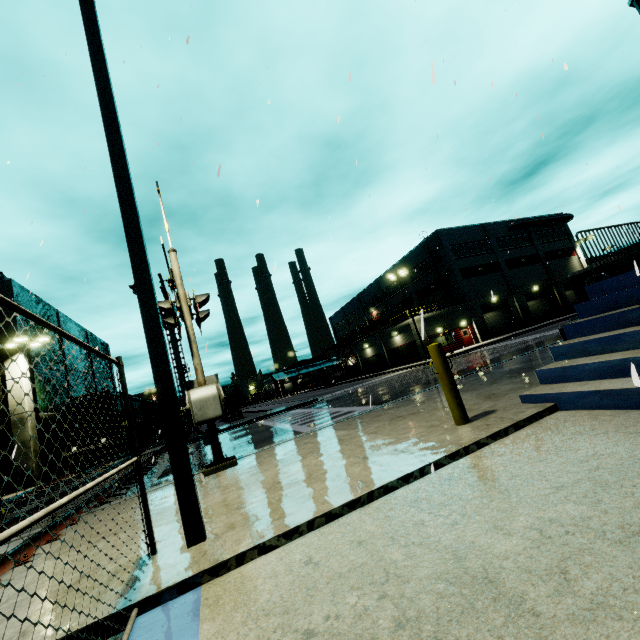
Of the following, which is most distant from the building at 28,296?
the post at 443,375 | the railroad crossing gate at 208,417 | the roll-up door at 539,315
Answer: the railroad crossing gate at 208,417

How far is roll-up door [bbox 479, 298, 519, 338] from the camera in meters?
39.4

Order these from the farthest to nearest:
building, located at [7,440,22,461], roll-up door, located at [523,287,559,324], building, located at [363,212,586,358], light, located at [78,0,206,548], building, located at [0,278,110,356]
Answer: roll-up door, located at [523,287,559,324] < building, located at [363,212,586,358] < building, located at [0,278,110,356] < building, located at [7,440,22,461] < light, located at [78,0,206,548]

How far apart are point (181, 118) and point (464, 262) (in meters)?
38.79

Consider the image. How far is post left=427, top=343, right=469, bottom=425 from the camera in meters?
4.6 m

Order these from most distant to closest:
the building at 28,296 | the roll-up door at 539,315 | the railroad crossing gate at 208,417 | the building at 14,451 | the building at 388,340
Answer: the roll-up door at 539,315 → the building at 388,340 → the building at 28,296 → the railroad crossing gate at 208,417 → the building at 14,451

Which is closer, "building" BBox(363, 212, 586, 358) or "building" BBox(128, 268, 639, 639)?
"building" BBox(128, 268, 639, 639)

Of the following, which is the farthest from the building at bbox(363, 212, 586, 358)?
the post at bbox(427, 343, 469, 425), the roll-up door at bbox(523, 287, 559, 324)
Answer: the post at bbox(427, 343, 469, 425)
